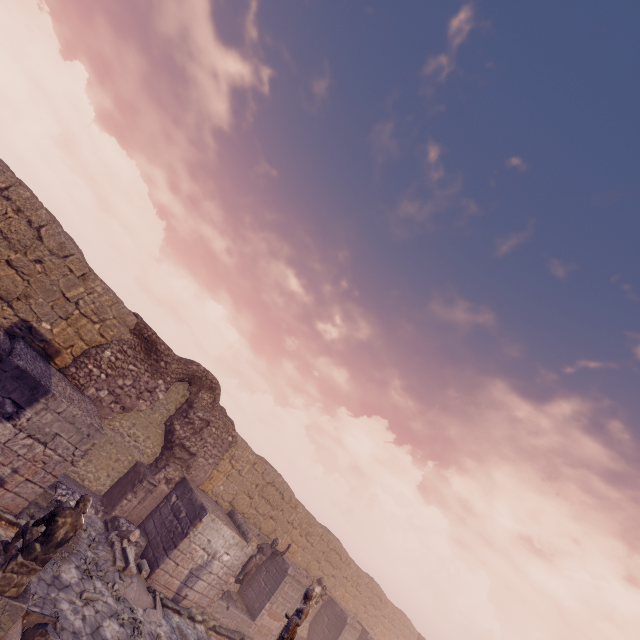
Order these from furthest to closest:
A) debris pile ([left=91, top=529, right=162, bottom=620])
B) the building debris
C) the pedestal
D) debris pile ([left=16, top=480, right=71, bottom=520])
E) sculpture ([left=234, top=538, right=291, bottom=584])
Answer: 1. sculpture ([left=234, top=538, right=291, bottom=584])
2. debris pile ([left=91, top=529, right=162, bottom=620])
3. debris pile ([left=16, top=480, right=71, bottom=520])
4. the building debris
5. the pedestal

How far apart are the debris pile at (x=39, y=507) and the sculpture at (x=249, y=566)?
7.0 meters

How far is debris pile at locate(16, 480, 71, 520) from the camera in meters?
7.9

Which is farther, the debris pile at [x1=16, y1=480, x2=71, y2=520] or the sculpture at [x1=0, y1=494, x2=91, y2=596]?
the debris pile at [x1=16, y1=480, x2=71, y2=520]

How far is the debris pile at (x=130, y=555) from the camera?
9.1m

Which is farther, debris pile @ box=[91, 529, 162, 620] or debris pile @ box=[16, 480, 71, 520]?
debris pile @ box=[91, 529, 162, 620]

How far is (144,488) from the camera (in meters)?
12.07

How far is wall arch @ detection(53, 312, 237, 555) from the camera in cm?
1064
